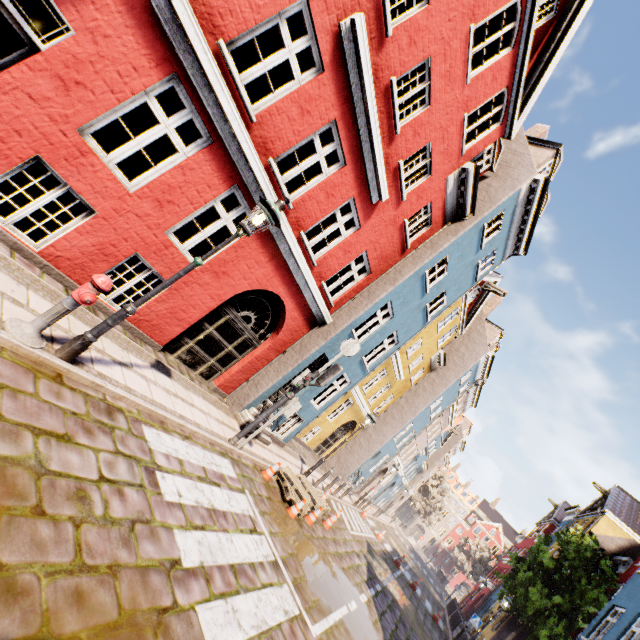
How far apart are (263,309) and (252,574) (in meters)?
8.43

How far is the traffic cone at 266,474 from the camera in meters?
8.7

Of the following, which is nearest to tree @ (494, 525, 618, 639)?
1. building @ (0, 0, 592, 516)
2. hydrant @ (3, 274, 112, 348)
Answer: building @ (0, 0, 592, 516)

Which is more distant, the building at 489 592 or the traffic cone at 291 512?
the building at 489 592

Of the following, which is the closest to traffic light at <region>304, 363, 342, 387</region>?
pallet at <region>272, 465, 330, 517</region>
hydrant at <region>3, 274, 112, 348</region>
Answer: pallet at <region>272, 465, 330, 517</region>

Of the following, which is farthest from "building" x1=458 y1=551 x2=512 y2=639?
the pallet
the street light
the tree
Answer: the tree

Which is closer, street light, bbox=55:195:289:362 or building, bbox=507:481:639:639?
street light, bbox=55:195:289:362

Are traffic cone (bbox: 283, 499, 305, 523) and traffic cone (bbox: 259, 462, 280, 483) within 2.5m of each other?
yes
